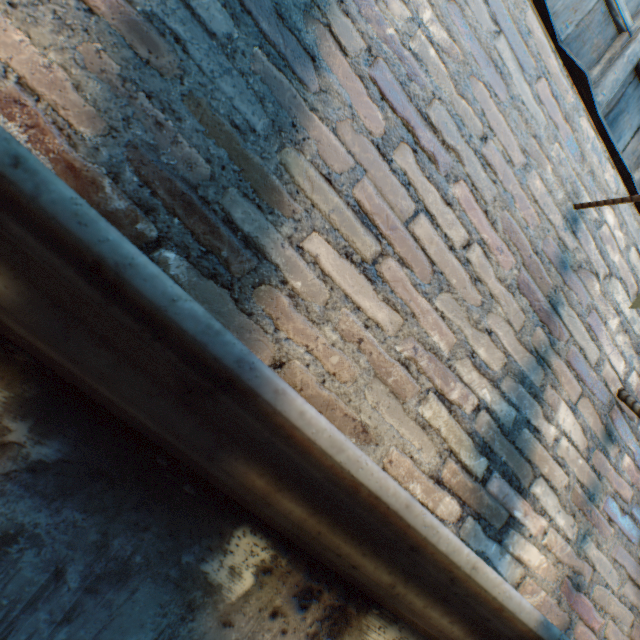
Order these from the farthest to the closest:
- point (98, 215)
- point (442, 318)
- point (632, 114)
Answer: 1. point (632, 114)
2. point (442, 318)
3. point (98, 215)

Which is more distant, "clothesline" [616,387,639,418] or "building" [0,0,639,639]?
"clothesline" [616,387,639,418]

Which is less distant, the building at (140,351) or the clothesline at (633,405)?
the building at (140,351)
